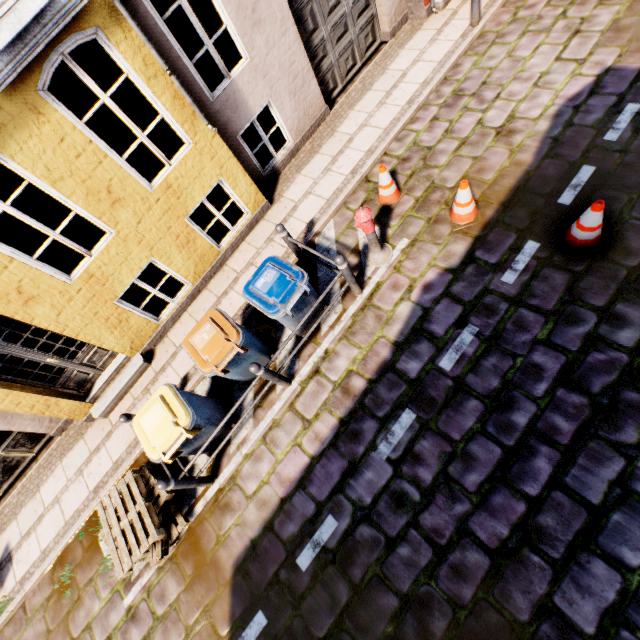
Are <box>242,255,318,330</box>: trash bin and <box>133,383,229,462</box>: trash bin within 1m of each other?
no

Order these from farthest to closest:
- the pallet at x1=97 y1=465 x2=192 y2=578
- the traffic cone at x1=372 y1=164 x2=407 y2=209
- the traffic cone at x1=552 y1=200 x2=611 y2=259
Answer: the traffic cone at x1=372 y1=164 x2=407 y2=209
the pallet at x1=97 y1=465 x2=192 y2=578
the traffic cone at x1=552 y1=200 x2=611 y2=259

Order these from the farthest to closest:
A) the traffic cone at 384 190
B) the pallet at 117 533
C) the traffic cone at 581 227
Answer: the traffic cone at 384 190
the pallet at 117 533
the traffic cone at 581 227

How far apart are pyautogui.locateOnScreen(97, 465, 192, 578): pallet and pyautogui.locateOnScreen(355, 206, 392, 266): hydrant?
5.0 meters

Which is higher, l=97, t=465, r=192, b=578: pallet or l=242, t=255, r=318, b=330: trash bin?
l=242, t=255, r=318, b=330: trash bin

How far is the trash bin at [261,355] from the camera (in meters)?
4.56

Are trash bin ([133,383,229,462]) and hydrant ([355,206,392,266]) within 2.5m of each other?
no

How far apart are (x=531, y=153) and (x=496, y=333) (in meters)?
3.32
